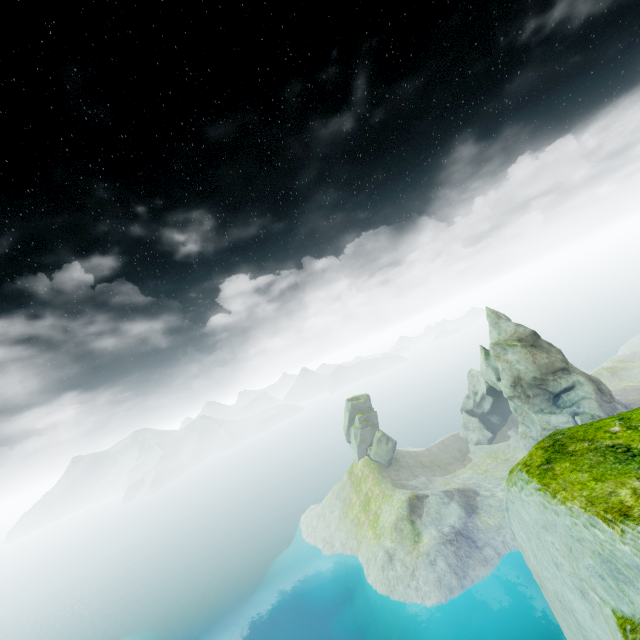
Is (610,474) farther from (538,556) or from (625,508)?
(538,556)
